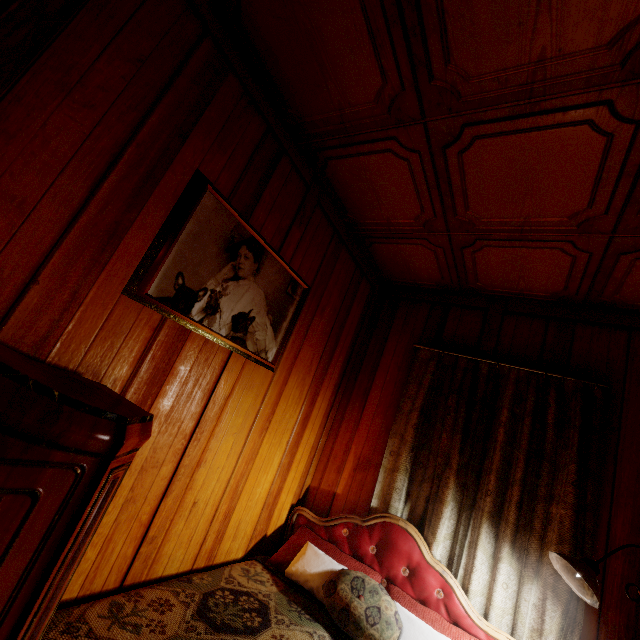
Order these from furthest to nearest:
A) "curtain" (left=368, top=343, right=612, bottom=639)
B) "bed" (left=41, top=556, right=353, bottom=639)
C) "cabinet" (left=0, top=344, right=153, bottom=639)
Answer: "curtain" (left=368, top=343, right=612, bottom=639) < "bed" (left=41, top=556, right=353, bottom=639) < "cabinet" (left=0, top=344, right=153, bottom=639)

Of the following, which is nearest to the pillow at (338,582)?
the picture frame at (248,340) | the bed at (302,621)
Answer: the bed at (302,621)

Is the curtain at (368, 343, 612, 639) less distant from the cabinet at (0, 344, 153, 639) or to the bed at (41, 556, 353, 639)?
the bed at (41, 556, 353, 639)

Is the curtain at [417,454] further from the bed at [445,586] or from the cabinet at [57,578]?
the cabinet at [57,578]

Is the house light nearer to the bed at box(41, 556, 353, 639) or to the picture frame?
the bed at box(41, 556, 353, 639)

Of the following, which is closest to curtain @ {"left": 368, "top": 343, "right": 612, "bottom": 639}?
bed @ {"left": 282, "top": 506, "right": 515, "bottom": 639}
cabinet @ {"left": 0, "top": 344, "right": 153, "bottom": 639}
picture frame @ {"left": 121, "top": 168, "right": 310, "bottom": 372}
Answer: bed @ {"left": 282, "top": 506, "right": 515, "bottom": 639}

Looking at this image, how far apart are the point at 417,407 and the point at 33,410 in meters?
2.3

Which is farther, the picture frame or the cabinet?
the picture frame
